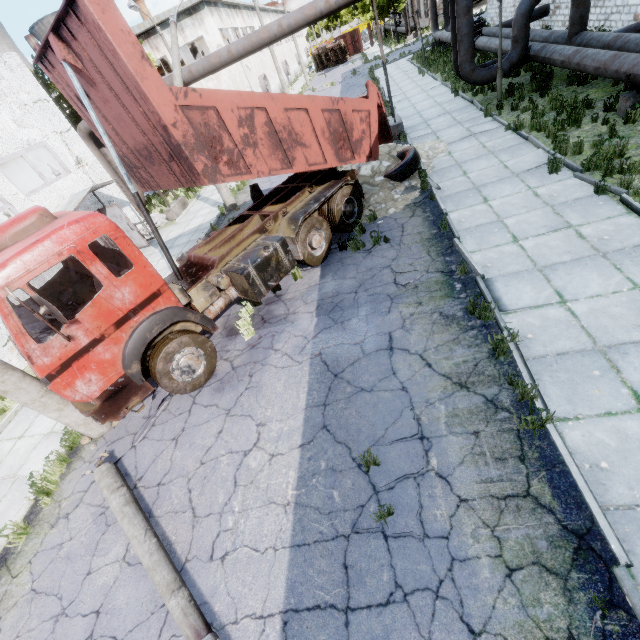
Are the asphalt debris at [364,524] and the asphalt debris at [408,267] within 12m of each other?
yes

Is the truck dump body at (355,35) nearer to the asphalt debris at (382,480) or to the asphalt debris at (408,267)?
the asphalt debris at (408,267)

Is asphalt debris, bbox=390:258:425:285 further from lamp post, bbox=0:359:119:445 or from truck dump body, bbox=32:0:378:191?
lamp post, bbox=0:359:119:445

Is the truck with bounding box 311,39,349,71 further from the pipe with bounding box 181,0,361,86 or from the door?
the door

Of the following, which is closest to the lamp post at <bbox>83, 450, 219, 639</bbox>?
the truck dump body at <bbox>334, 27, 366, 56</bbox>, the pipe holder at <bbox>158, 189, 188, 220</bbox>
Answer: the pipe holder at <bbox>158, 189, 188, 220</bbox>

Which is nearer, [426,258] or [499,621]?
[499,621]

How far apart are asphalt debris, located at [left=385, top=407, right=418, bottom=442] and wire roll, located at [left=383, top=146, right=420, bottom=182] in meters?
8.1

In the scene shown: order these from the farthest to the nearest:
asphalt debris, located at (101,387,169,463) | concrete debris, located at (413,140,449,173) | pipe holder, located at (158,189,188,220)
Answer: pipe holder, located at (158,189,188,220)
concrete debris, located at (413,140,449,173)
asphalt debris, located at (101,387,169,463)
